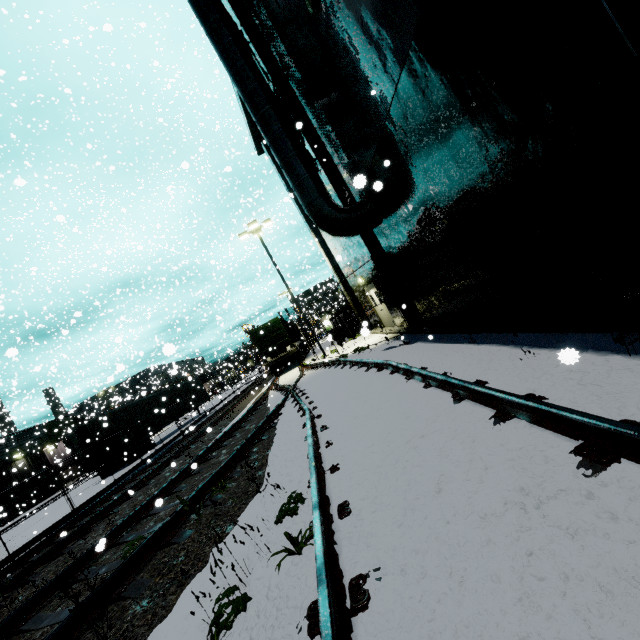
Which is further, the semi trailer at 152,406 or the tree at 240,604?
the semi trailer at 152,406

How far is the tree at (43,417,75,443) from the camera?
36.14m

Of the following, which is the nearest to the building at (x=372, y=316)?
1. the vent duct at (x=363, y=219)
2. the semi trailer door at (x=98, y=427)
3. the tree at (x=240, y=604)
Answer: the vent duct at (x=363, y=219)

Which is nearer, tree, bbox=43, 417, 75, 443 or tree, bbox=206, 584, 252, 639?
tree, bbox=206, 584, 252, 639

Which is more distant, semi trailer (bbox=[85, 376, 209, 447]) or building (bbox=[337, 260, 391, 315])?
semi trailer (bbox=[85, 376, 209, 447])

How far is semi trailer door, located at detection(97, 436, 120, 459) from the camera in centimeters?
Result: 1994cm

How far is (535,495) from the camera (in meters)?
2.07

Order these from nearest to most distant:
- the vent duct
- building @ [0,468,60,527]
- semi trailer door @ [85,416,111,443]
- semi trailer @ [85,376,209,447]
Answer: the vent duct < semi trailer door @ [85,416,111,443] < semi trailer @ [85,376,209,447] < building @ [0,468,60,527]
